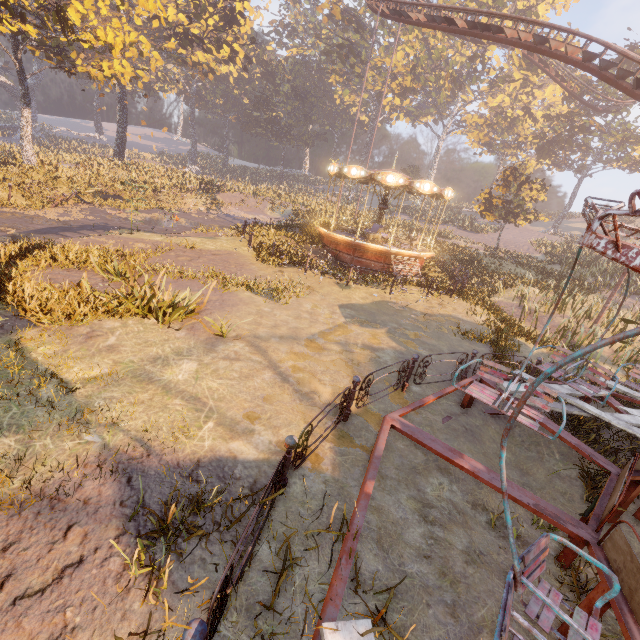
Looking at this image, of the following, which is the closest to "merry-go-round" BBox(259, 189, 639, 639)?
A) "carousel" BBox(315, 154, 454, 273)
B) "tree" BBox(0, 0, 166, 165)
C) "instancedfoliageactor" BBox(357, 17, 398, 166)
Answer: "carousel" BBox(315, 154, 454, 273)

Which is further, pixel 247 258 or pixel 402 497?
pixel 247 258

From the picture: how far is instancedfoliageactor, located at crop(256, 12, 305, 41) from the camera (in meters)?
56.37

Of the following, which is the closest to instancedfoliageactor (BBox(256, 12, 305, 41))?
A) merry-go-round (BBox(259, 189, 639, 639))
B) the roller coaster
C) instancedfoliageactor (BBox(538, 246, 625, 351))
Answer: the roller coaster

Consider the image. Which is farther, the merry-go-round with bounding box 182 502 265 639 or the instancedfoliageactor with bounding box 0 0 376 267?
the instancedfoliageactor with bounding box 0 0 376 267

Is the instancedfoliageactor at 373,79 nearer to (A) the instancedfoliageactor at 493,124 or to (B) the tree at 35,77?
(A) the instancedfoliageactor at 493,124

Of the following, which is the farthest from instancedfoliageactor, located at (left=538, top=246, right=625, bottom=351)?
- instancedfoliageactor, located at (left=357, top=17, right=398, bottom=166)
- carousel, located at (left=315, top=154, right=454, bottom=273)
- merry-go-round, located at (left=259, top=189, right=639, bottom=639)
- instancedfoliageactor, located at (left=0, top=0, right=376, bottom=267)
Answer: instancedfoliageactor, located at (left=357, top=17, right=398, bottom=166)

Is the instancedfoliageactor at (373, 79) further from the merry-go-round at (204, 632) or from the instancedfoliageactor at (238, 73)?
the merry-go-round at (204, 632)
